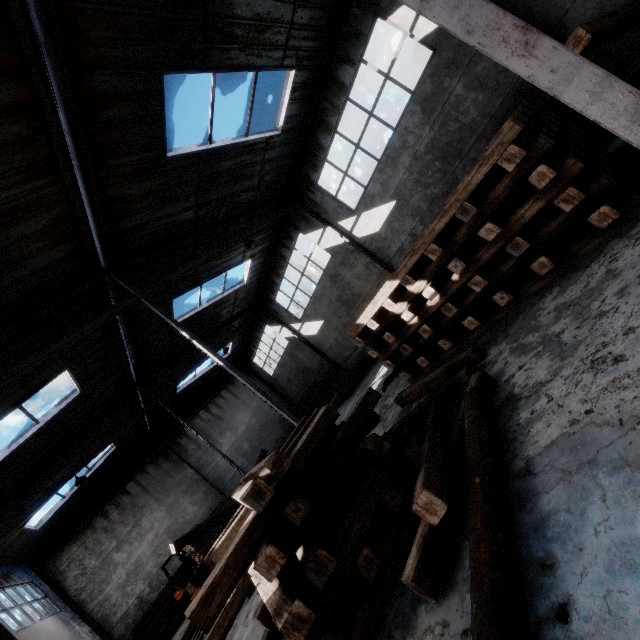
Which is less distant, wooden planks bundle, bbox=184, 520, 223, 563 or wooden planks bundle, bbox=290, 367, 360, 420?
wooden planks bundle, bbox=184, 520, 223, 563

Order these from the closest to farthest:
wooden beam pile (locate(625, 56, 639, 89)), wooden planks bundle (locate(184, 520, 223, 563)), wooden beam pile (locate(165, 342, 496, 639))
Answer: wooden beam pile (locate(165, 342, 496, 639))
wooden beam pile (locate(625, 56, 639, 89))
wooden planks bundle (locate(184, 520, 223, 563))

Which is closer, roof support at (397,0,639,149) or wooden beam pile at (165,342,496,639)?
roof support at (397,0,639,149)

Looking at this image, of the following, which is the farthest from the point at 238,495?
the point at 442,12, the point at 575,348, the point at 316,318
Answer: the point at 316,318

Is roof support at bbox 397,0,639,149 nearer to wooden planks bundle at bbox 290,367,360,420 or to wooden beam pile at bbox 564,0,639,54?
wooden beam pile at bbox 564,0,639,54

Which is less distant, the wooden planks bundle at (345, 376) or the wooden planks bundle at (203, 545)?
the wooden planks bundle at (203, 545)

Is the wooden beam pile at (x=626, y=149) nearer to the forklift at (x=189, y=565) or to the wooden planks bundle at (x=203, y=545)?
the wooden planks bundle at (x=203, y=545)

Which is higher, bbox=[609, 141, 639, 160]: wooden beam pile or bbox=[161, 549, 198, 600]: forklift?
bbox=[161, 549, 198, 600]: forklift
